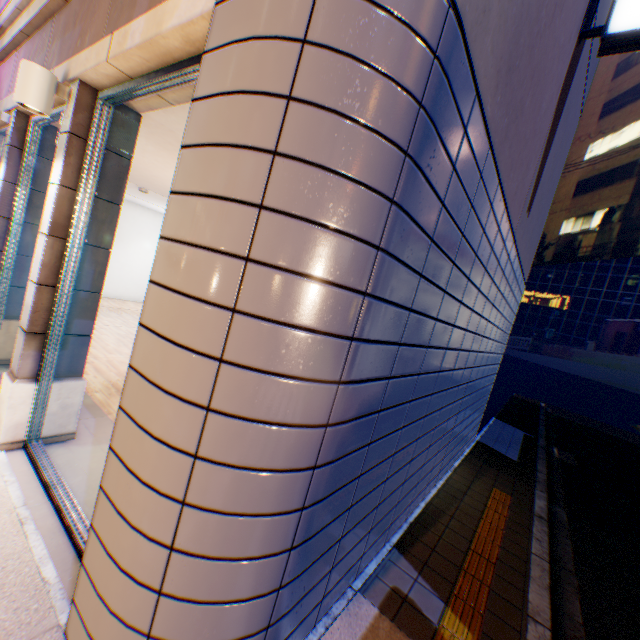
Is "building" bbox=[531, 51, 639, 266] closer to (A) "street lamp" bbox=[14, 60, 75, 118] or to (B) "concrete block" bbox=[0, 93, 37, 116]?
(B) "concrete block" bbox=[0, 93, 37, 116]

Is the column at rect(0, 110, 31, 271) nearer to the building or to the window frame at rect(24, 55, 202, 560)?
the window frame at rect(24, 55, 202, 560)

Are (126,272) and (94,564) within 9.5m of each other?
no

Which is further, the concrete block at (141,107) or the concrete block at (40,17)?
the concrete block at (40,17)

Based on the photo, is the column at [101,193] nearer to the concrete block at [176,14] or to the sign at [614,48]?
the concrete block at [176,14]

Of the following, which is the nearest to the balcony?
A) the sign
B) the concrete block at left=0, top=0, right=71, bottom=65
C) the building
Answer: the concrete block at left=0, top=0, right=71, bottom=65

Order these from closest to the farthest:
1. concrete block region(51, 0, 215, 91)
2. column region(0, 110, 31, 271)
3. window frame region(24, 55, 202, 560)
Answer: concrete block region(51, 0, 215, 91) < window frame region(24, 55, 202, 560) < column region(0, 110, 31, 271)

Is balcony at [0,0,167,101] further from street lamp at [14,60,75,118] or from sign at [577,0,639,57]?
sign at [577,0,639,57]
